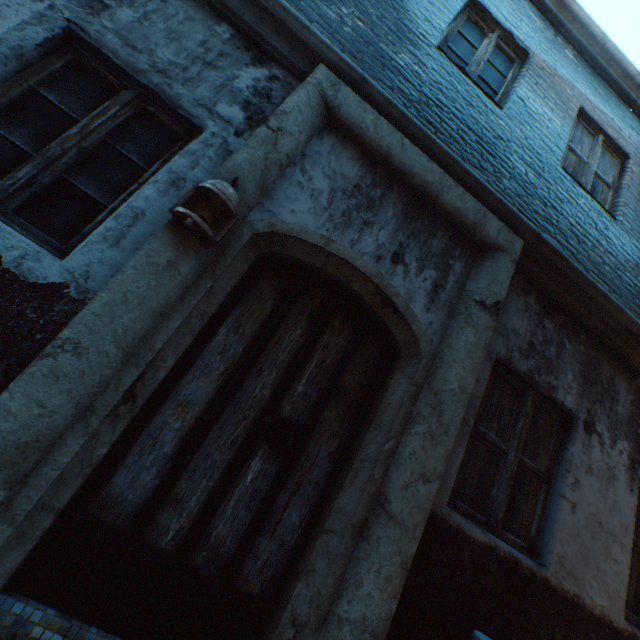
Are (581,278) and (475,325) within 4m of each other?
yes

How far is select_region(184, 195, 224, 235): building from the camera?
1.9 meters

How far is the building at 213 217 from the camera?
1.9m

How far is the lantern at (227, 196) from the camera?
1.7 meters

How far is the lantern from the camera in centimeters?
172cm
